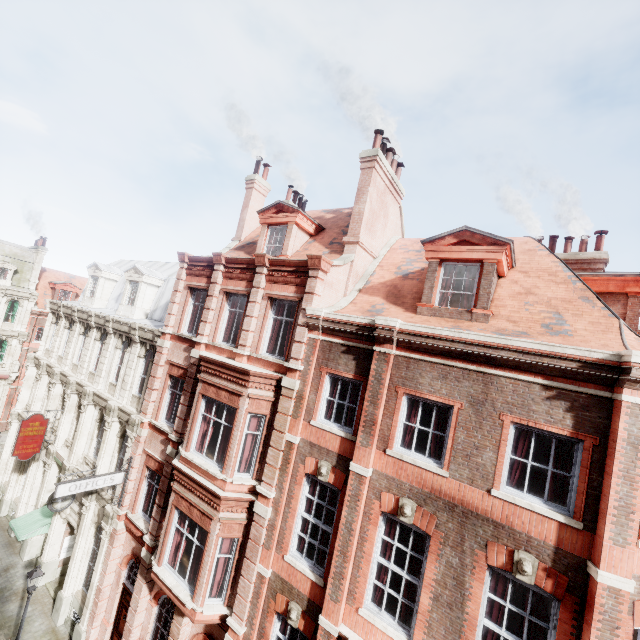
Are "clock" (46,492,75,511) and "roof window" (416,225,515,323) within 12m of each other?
no

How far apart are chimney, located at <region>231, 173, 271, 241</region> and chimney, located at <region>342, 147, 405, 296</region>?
6.7 meters

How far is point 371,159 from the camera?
12.5 meters

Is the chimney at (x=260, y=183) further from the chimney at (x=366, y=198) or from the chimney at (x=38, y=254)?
the chimney at (x=38, y=254)

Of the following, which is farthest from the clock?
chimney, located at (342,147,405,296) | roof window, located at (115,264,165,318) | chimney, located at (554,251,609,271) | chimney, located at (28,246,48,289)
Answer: chimney, located at (28,246,48,289)

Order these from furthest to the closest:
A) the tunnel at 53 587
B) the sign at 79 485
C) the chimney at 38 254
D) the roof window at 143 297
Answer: the chimney at 38 254, the roof window at 143 297, the tunnel at 53 587, the sign at 79 485

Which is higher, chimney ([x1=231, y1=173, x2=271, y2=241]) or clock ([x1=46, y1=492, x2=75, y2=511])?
chimney ([x1=231, y1=173, x2=271, y2=241])

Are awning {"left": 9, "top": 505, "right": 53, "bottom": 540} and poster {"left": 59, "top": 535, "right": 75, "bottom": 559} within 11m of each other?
yes
